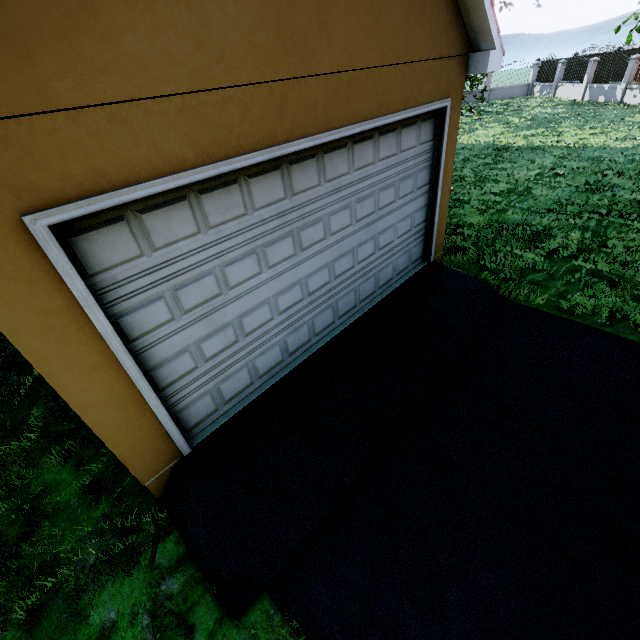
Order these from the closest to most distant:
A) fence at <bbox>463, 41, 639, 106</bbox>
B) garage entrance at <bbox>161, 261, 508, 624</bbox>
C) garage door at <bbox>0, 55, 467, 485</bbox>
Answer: garage door at <bbox>0, 55, 467, 485</bbox>, garage entrance at <bbox>161, 261, 508, 624</bbox>, fence at <bbox>463, 41, 639, 106</bbox>

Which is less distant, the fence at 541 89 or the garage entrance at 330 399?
the garage entrance at 330 399

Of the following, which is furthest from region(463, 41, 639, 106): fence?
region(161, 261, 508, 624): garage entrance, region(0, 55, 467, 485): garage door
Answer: region(0, 55, 467, 485): garage door

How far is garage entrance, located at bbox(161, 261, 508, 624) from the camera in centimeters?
292cm

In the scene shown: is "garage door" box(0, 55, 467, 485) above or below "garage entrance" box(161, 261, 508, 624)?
above

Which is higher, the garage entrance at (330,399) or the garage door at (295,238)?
the garage door at (295,238)

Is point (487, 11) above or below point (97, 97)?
above
